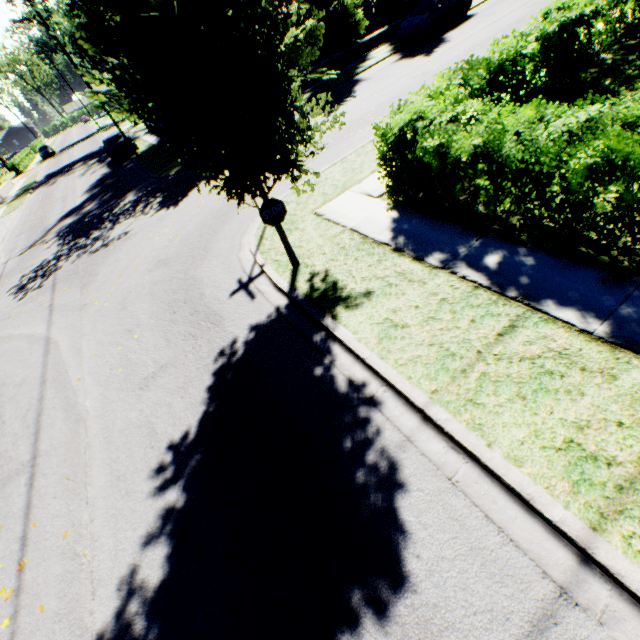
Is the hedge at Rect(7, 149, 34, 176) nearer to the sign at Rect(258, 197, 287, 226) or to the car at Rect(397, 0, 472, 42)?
the car at Rect(397, 0, 472, 42)

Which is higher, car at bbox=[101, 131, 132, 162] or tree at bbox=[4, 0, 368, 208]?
tree at bbox=[4, 0, 368, 208]

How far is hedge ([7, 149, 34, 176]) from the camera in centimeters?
4634cm

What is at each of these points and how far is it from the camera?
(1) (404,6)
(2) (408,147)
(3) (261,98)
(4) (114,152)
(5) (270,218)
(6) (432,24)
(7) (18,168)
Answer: (1) tree, 22.9m
(2) hedge, 6.6m
(3) tree, 4.0m
(4) car, 24.0m
(5) sign, 6.1m
(6) car, 18.2m
(7) hedge, 46.6m

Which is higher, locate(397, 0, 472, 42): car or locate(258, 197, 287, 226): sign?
locate(258, 197, 287, 226): sign

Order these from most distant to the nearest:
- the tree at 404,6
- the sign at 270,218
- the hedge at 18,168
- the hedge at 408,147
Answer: the hedge at 18,168
the tree at 404,6
the sign at 270,218
the hedge at 408,147

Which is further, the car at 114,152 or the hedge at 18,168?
the hedge at 18,168
